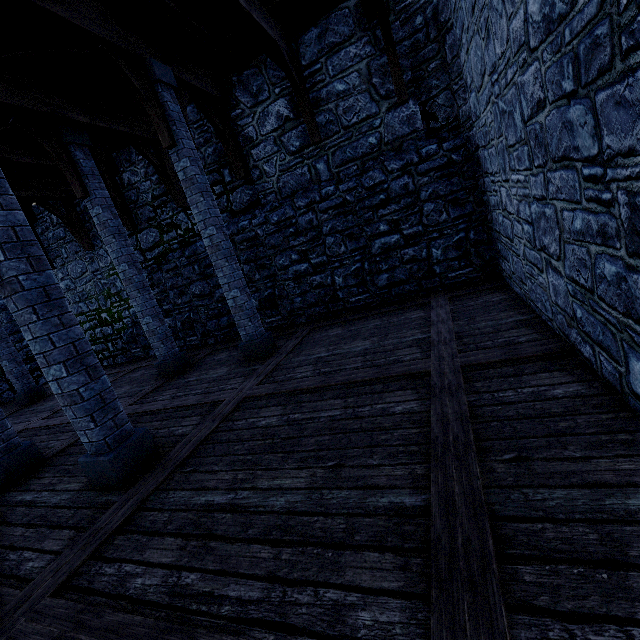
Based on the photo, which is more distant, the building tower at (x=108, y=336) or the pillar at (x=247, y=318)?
the building tower at (x=108, y=336)

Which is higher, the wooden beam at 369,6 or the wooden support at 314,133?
the wooden beam at 369,6

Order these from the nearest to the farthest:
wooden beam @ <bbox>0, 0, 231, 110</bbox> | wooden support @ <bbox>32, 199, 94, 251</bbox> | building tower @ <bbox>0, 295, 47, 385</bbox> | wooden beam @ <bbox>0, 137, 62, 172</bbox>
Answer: wooden beam @ <bbox>0, 0, 231, 110</bbox>, wooden beam @ <bbox>0, 137, 62, 172</bbox>, wooden support @ <bbox>32, 199, 94, 251</bbox>, building tower @ <bbox>0, 295, 47, 385</bbox>

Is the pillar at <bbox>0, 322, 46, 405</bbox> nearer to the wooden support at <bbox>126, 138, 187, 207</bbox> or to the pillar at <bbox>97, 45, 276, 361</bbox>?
the wooden support at <bbox>126, 138, 187, 207</bbox>

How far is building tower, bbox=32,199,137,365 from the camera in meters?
10.5

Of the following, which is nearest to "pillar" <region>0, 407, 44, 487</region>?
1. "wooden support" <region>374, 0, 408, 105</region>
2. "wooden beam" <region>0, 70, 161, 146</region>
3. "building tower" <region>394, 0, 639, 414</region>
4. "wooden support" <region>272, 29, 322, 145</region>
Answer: "wooden beam" <region>0, 70, 161, 146</region>

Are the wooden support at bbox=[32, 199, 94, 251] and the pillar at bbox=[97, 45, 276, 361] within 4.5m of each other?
no

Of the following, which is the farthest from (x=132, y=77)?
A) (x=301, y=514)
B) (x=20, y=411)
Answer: (x=20, y=411)
